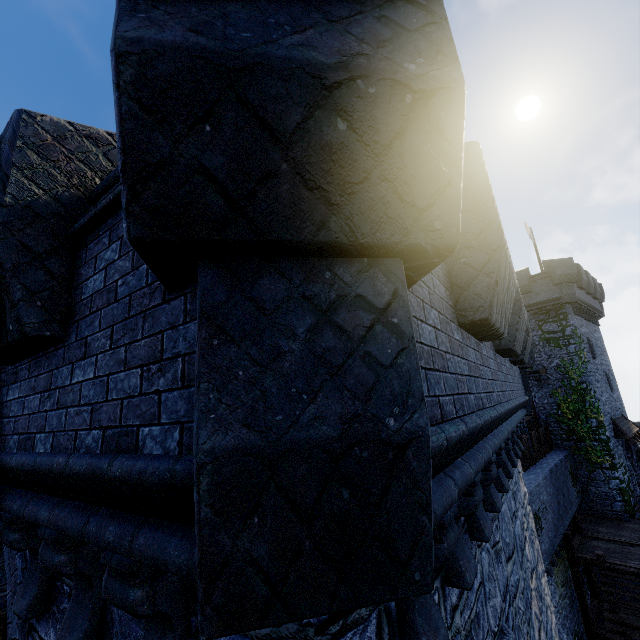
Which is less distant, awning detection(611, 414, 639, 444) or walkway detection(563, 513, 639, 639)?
walkway detection(563, 513, 639, 639)

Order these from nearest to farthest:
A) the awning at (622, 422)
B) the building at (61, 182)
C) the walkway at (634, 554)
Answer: the building at (61, 182)
the walkway at (634, 554)
the awning at (622, 422)

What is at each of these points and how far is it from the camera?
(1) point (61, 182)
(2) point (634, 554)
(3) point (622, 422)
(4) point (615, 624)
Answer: (1) building, 2.6 meters
(2) walkway, 15.6 meters
(3) awning, 23.6 meters
(4) stairs, 13.0 meters

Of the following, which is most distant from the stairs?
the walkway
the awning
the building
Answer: the awning

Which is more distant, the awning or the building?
the awning

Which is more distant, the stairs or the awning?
the awning

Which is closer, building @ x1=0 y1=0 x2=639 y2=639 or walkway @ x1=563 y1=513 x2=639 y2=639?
building @ x1=0 y1=0 x2=639 y2=639

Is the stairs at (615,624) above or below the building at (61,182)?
below
